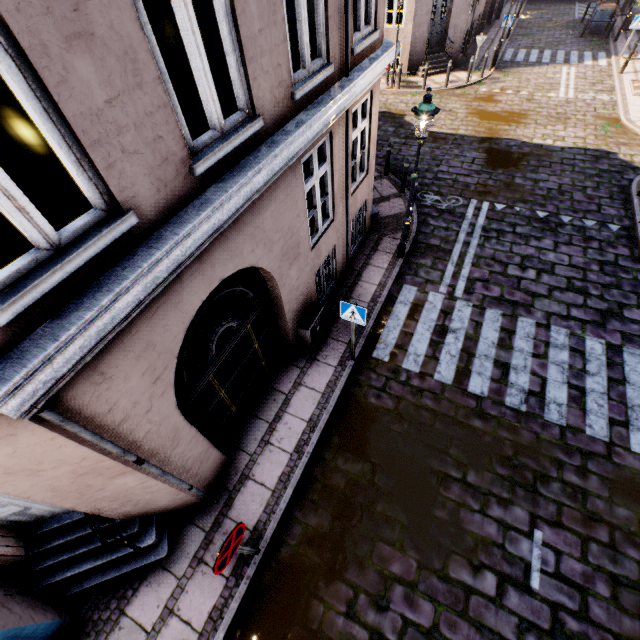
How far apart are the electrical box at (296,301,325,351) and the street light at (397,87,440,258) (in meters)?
3.07

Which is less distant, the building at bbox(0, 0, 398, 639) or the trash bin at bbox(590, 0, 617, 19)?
the building at bbox(0, 0, 398, 639)

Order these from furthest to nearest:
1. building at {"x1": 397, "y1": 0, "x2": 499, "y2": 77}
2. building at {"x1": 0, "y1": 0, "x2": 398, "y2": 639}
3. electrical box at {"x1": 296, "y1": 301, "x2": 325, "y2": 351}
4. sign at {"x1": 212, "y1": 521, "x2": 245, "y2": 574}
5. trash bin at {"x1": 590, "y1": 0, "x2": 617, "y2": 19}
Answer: trash bin at {"x1": 590, "y1": 0, "x2": 617, "y2": 19} → building at {"x1": 397, "y1": 0, "x2": 499, "y2": 77} → electrical box at {"x1": 296, "y1": 301, "x2": 325, "y2": 351} → sign at {"x1": 212, "y1": 521, "x2": 245, "y2": 574} → building at {"x1": 0, "y1": 0, "x2": 398, "y2": 639}

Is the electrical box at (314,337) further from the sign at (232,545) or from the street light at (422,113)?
the sign at (232,545)

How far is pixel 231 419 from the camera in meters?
5.9 m

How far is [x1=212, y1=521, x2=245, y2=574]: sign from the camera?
3.5m

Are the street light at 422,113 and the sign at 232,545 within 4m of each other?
no

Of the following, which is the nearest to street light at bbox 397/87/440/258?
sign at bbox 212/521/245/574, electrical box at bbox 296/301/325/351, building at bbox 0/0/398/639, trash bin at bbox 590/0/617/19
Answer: building at bbox 0/0/398/639
